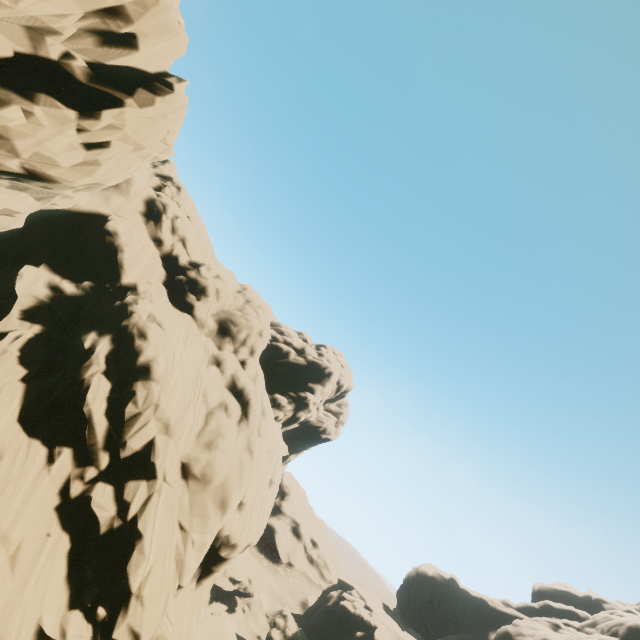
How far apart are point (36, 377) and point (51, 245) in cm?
1167

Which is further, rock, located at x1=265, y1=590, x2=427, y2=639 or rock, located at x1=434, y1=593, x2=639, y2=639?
rock, located at x1=265, y1=590, x2=427, y2=639

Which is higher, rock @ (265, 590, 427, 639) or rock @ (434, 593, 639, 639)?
rock @ (434, 593, 639, 639)

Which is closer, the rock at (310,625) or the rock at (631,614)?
the rock at (631,614)

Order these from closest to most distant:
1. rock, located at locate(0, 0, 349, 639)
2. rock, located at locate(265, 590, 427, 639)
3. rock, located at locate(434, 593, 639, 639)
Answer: rock, located at locate(0, 0, 349, 639) → rock, located at locate(434, 593, 639, 639) → rock, located at locate(265, 590, 427, 639)

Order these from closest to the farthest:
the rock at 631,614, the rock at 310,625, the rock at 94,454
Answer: the rock at 94,454 < the rock at 631,614 < the rock at 310,625
